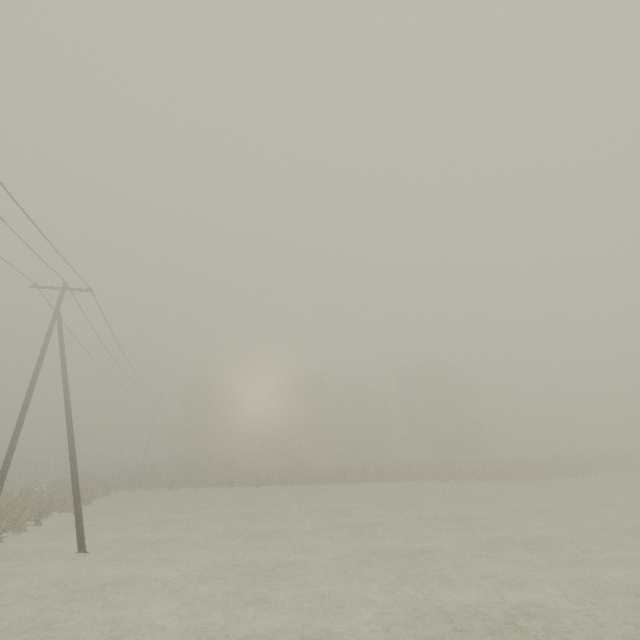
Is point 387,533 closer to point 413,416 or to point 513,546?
point 513,546
